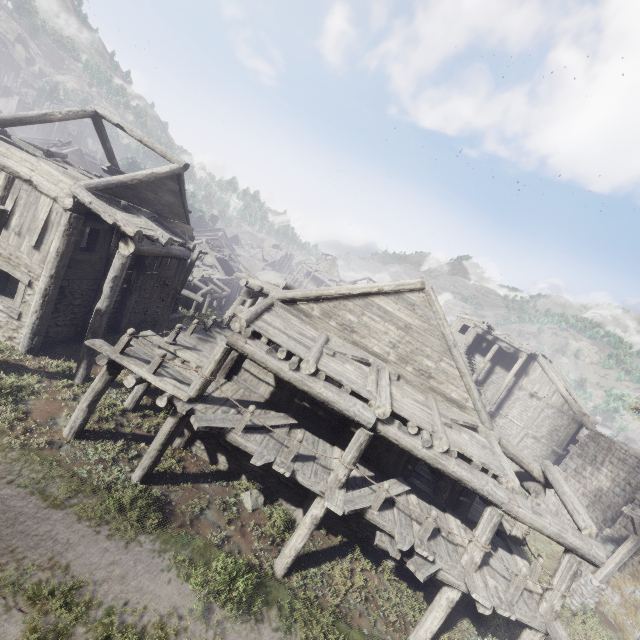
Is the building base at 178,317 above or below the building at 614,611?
below

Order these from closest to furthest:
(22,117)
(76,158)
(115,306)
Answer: (22,117) → (115,306) → (76,158)

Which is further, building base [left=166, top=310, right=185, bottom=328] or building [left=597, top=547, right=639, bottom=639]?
building base [left=166, top=310, right=185, bottom=328]

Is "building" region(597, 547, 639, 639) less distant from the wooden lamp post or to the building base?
the building base

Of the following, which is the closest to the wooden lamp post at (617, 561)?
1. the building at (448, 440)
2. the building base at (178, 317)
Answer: the building at (448, 440)

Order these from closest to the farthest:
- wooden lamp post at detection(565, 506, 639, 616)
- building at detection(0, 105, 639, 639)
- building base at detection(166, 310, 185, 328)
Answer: building at detection(0, 105, 639, 639)
wooden lamp post at detection(565, 506, 639, 616)
building base at detection(166, 310, 185, 328)
